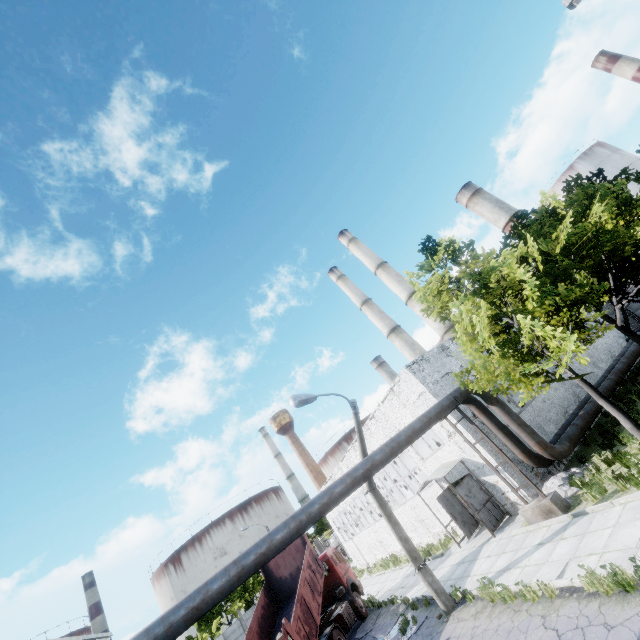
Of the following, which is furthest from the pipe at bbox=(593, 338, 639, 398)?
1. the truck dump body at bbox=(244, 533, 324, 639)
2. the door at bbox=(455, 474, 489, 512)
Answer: the truck dump body at bbox=(244, 533, 324, 639)

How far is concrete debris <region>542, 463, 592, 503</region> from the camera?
12.1 meters

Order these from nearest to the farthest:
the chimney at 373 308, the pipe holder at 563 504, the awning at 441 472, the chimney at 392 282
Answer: the pipe holder at 563 504 → the awning at 441 472 → the chimney at 392 282 → the chimney at 373 308

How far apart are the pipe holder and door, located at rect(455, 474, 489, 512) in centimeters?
270cm

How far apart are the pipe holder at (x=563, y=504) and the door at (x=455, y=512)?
4.64m

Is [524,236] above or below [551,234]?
above

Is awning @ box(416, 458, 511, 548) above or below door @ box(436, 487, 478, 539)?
above

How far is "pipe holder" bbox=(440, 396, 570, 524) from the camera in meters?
11.3
